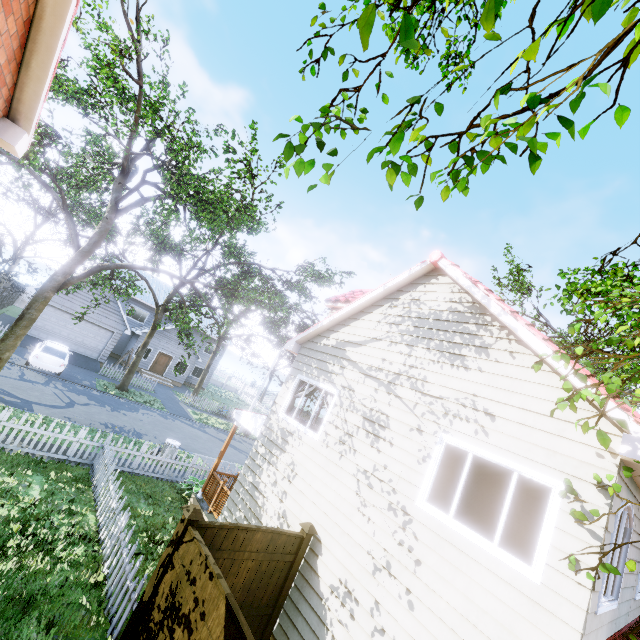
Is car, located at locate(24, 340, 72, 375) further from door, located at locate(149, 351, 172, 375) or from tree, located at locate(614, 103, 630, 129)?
door, located at locate(149, 351, 172, 375)

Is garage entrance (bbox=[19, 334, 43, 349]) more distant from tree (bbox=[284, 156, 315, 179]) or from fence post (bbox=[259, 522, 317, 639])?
fence post (bbox=[259, 522, 317, 639])

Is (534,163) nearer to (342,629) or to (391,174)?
(391,174)

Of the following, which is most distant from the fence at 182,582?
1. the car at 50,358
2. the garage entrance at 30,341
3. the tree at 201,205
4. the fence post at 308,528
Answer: the car at 50,358

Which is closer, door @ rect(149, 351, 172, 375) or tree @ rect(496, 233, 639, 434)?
tree @ rect(496, 233, 639, 434)

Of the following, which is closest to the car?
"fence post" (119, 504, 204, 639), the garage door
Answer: Result: the garage door

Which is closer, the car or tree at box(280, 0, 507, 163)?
tree at box(280, 0, 507, 163)

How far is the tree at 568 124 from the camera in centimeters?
185cm
